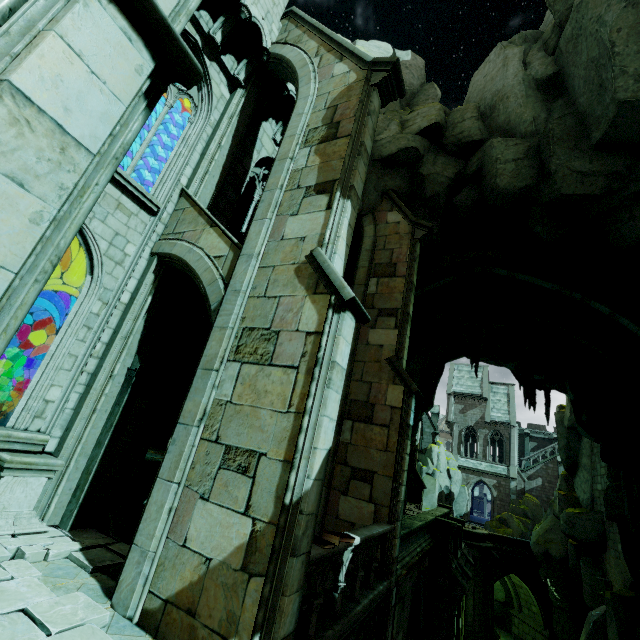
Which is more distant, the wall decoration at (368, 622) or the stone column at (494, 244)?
the stone column at (494, 244)

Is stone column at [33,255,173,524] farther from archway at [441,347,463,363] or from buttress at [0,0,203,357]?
archway at [441,347,463,363]

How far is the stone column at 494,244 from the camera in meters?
13.6

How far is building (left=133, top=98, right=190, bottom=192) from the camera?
11.7 meters

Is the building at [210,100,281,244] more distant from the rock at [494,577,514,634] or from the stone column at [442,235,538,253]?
the stone column at [442,235,538,253]

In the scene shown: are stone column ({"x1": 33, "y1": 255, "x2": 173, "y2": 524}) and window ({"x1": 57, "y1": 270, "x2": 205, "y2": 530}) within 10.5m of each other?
yes

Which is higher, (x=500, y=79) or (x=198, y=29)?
(x=500, y=79)

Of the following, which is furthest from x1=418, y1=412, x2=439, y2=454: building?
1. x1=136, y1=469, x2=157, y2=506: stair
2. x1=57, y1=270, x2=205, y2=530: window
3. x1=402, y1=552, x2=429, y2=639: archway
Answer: x1=402, y1=552, x2=429, y2=639: archway
